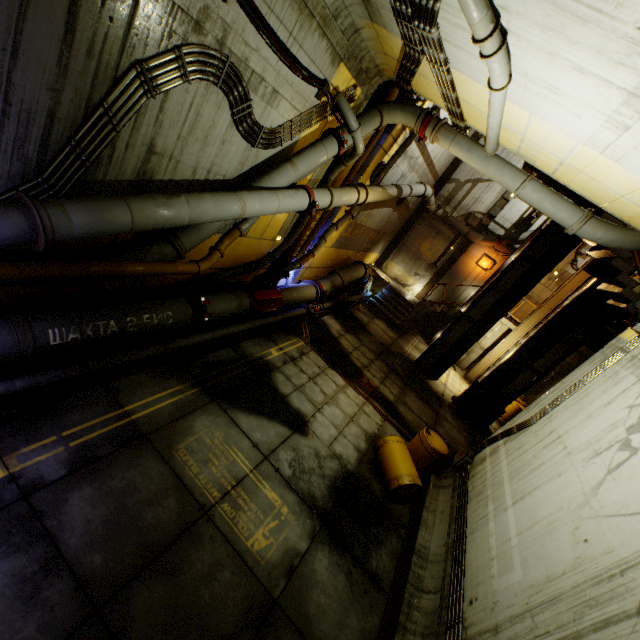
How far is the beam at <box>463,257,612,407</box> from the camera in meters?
11.5 m

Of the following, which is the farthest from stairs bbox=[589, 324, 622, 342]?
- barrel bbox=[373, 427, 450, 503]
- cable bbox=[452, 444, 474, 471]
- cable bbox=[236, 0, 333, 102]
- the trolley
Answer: cable bbox=[236, 0, 333, 102]

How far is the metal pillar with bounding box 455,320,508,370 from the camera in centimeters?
1688cm

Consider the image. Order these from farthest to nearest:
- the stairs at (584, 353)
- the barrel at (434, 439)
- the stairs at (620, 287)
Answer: the stairs at (584, 353) → the stairs at (620, 287) → the barrel at (434, 439)

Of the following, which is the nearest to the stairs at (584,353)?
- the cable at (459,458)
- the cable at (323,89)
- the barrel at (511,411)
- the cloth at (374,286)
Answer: the cloth at (374,286)

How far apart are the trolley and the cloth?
7.03m

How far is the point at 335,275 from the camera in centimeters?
1384cm

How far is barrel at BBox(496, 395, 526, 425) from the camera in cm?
1441
